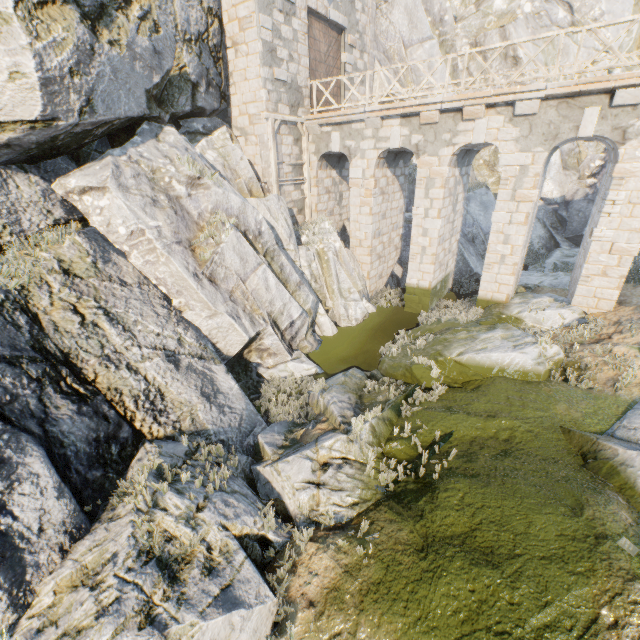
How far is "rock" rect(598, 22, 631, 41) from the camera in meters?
21.2

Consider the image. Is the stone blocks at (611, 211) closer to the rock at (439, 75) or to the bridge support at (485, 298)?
the rock at (439, 75)

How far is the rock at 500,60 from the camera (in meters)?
21.42

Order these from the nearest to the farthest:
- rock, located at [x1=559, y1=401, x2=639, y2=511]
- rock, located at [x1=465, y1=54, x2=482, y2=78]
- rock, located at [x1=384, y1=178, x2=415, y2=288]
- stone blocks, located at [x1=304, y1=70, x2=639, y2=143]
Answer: rock, located at [x1=559, y1=401, x2=639, y2=511]
stone blocks, located at [x1=304, y1=70, x2=639, y2=143]
rock, located at [x1=384, y1=178, x2=415, y2=288]
rock, located at [x1=465, y1=54, x2=482, y2=78]

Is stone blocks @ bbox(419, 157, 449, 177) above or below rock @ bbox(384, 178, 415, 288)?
above

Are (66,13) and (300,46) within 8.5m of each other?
no

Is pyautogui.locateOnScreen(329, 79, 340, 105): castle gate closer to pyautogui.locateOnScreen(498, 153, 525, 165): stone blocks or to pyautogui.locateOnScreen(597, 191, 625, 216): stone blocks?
pyautogui.locateOnScreen(498, 153, 525, 165): stone blocks

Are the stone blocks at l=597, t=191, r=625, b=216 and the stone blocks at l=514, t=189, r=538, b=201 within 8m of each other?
yes
